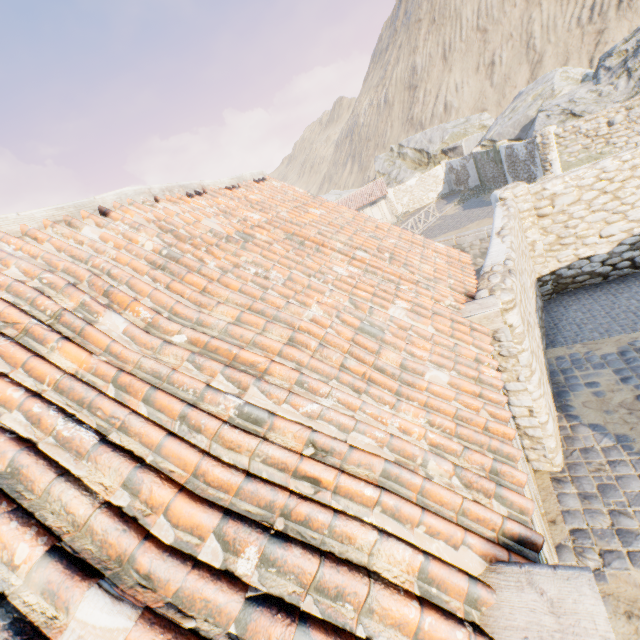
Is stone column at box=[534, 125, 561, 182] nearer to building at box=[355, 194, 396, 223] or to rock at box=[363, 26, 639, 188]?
rock at box=[363, 26, 639, 188]

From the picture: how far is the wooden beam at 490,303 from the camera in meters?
3.6

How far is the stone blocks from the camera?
16.8m

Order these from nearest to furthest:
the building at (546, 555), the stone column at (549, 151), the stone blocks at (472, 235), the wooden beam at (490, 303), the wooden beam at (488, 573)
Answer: the wooden beam at (488, 573) < the building at (546, 555) < the wooden beam at (490, 303) < the stone column at (549, 151) < the stone blocks at (472, 235)

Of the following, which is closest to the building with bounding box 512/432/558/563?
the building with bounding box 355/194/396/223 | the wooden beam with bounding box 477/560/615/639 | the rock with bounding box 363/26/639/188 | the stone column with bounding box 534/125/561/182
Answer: the wooden beam with bounding box 477/560/615/639

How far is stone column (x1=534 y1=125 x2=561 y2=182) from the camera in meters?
15.6

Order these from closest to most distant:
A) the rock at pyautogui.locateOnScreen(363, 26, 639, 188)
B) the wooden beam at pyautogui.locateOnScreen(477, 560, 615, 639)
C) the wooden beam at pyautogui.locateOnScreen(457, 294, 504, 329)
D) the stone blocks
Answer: the wooden beam at pyautogui.locateOnScreen(477, 560, 615, 639)
the wooden beam at pyautogui.locateOnScreen(457, 294, 504, 329)
the stone blocks
the rock at pyautogui.locateOnScreen(363, 26, 639, 188)

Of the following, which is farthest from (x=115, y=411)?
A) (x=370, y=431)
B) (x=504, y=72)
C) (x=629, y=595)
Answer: (x=504, y=72)
